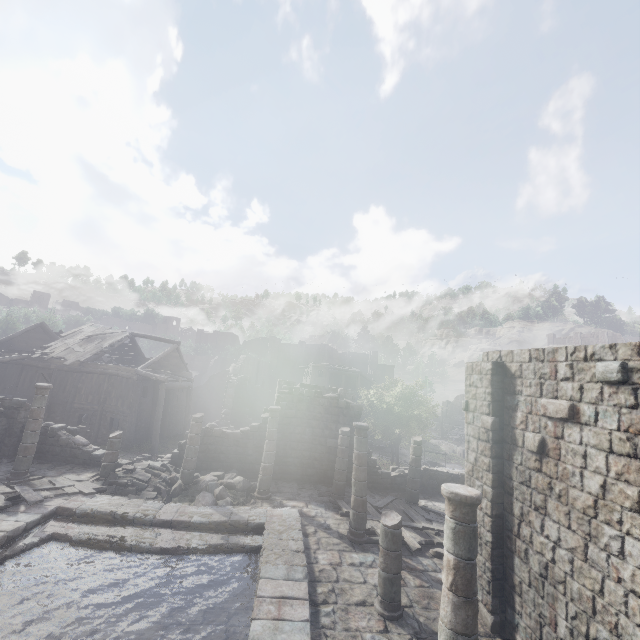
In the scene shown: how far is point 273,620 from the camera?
6.9 meters

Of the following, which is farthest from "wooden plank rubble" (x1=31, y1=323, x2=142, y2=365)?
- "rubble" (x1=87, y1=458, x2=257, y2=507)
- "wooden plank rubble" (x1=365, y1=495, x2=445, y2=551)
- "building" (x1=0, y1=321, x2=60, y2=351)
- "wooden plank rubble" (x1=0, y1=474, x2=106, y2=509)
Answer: "wooden plank rubble" (x1=365, y1=495, x2=445, y2=551)

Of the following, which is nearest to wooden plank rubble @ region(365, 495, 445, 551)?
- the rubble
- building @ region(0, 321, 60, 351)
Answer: building @ region(0, 321, 60, 351)

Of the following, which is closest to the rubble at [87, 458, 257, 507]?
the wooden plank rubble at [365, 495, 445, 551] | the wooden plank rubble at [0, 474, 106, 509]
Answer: the wooden plank rubble at [0, 474, 106, 509]

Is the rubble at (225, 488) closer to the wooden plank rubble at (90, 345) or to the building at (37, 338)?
the building at (37, 338)

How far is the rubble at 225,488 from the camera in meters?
13.0

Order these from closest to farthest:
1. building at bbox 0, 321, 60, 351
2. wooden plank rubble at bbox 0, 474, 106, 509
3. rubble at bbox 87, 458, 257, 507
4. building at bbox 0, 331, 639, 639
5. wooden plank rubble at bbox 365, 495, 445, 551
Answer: building at bbox 0, 331, 639, 639 < wooden plank rubble at bbox 0, 474, 106, 509 < wooden plank rubble at bbox 365, 495, 445, 551 < rubble at bbox 87, 458, 257, 507 < building at bbox 0, 321, 60, 351

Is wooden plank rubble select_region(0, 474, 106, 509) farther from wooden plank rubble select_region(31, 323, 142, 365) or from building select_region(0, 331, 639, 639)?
wooden plank rubble select_region(31, 323, 142, 365)
